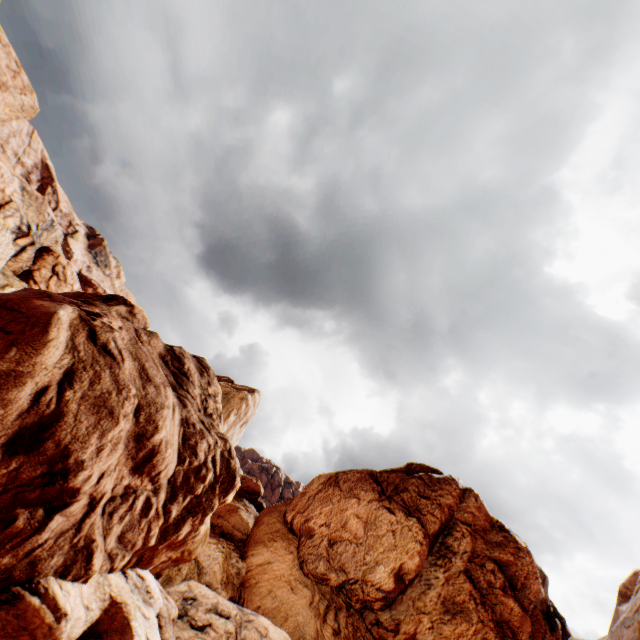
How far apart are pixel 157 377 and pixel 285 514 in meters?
25.2

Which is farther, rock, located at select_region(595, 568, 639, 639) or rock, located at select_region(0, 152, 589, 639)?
rock, located at select_region(0, 152, 589, 639)

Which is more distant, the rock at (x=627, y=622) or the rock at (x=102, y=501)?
the rock at (x=102, y=501)
